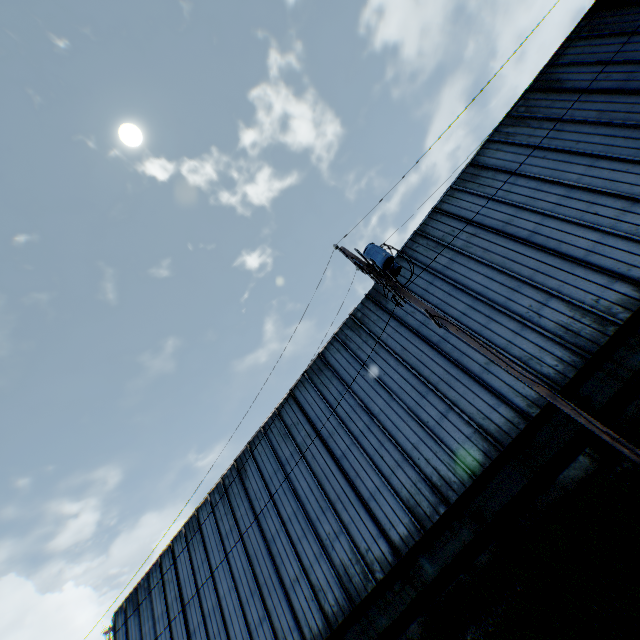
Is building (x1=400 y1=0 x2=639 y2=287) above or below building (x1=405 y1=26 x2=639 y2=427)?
above

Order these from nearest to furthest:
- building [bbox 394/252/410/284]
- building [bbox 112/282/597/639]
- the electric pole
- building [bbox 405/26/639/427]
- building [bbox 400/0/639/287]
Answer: the electric pole, building [bbox 405/26/639/427], building [bbox 112/282/597/639], building [bbox 400/0/639/287], building [bbox 394/252/410/284]

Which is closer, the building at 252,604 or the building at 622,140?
the building at 622,140

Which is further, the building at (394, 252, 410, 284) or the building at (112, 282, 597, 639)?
the building at (394, 252, 410, 284)

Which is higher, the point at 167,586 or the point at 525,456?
the point at 167,586

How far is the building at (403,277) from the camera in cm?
1670

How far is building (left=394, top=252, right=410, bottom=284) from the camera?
16.7m
